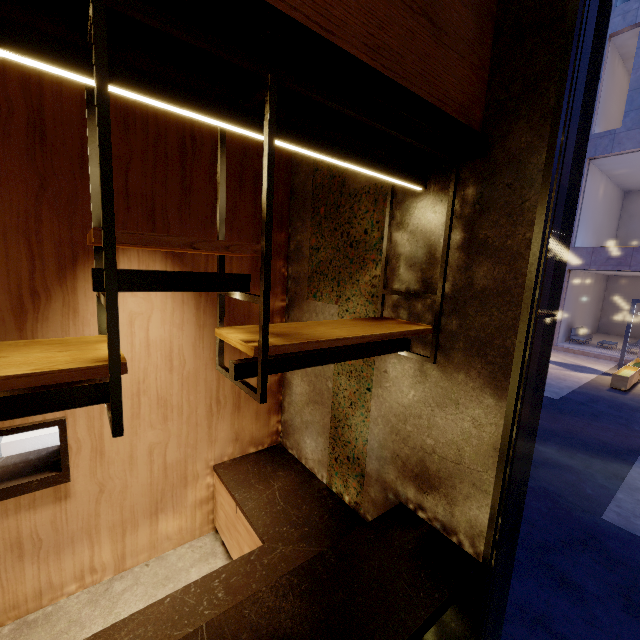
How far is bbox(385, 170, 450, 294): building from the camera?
2.07m

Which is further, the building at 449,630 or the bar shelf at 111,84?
the building at 449,630

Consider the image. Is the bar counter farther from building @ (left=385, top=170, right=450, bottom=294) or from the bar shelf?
the bar shelf

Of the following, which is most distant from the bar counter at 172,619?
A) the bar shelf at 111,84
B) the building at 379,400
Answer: the bar shelf at 111,84

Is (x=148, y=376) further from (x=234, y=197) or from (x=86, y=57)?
(x=86, y=57)

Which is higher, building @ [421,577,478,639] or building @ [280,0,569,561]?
building @ [280,0,569,561]

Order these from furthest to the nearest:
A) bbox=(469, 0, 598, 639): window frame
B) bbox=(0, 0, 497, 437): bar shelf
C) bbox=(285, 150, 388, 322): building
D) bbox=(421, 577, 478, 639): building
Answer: bbox=(285, 150, 388, 322): building, bbox=(421, 577, 478, 639): building, bbox=(469, 0, 598, 639): window frame, bbox=(0, 0, 497, 437): bar shelf
